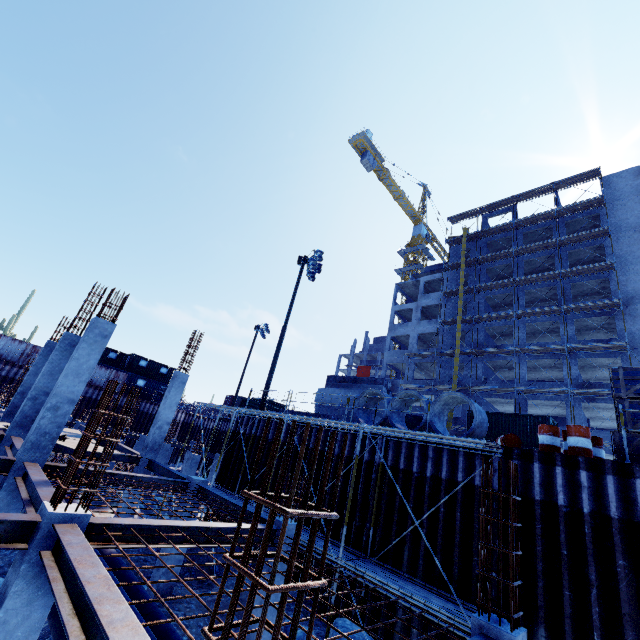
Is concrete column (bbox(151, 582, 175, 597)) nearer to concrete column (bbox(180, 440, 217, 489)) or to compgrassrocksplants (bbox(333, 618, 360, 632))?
compgrassrocksplants (bbox(333, 618, 360, 632))

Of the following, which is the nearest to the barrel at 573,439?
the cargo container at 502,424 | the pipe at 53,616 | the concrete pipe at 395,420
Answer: the concrete pipe at 395,420

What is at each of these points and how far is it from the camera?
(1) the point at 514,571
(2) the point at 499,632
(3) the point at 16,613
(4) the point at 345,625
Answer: (1) rebar, 5.0 meters
(2) concrete column, 4.7 meters
(3) concrete column, 4.5 meters
(4) compgrassrocksplants, 8.8 meters

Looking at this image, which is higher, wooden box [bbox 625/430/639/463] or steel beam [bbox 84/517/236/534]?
wooden box [bbox 625/430/639/463]

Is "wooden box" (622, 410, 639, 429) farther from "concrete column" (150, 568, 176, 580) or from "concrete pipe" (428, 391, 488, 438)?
"concrete column" (150, 568, 176, 580)

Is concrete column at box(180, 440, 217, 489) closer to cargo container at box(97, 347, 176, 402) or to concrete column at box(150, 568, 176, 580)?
concrete column at box(150, 568, 176, 580)

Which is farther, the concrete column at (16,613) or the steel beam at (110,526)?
the steel beam at (110,526)

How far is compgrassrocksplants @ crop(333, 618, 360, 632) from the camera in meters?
8.6
